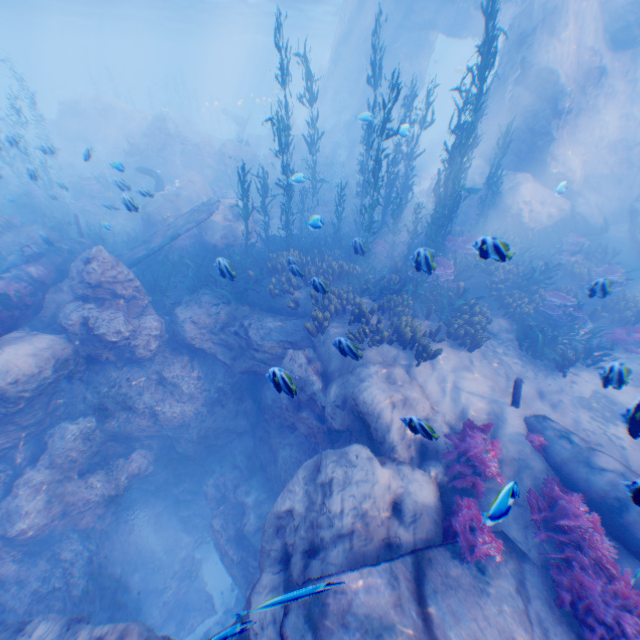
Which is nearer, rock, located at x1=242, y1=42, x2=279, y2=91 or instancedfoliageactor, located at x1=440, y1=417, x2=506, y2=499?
instancedfoliageactor, located at x1=440, y1=417, x2=506, y2=499

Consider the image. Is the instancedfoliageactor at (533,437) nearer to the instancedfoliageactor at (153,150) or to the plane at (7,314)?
the plane at (7,314)

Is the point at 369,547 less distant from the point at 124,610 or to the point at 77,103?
the point at 124,610

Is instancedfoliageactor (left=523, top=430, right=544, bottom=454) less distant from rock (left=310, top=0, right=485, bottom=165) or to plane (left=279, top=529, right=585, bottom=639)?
plane (left=279, top=529, right=585, bottom=639)

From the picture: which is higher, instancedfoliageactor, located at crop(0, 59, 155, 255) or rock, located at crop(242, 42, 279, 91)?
rock, located at crop(242, 42, 279, 91)

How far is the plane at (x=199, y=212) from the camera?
11.9 meters

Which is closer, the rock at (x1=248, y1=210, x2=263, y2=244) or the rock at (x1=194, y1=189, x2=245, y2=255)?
the rock at (x1=194, y1=189, x2=245, y2=255)
